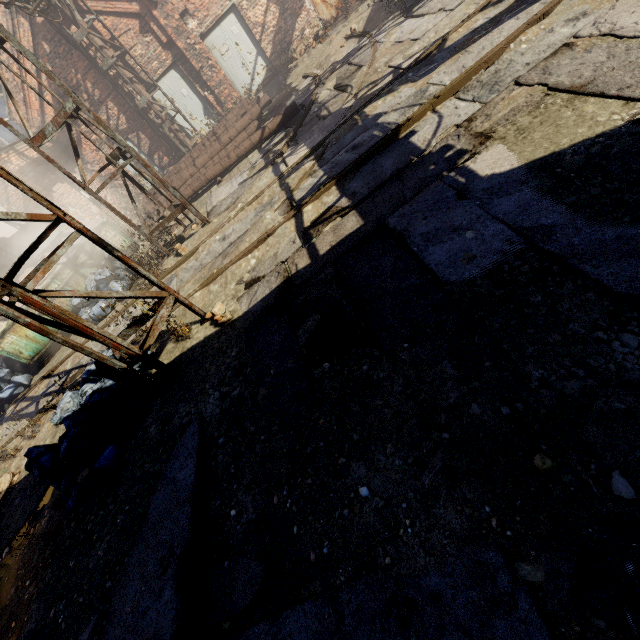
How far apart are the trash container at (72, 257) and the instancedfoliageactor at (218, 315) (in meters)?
6.41

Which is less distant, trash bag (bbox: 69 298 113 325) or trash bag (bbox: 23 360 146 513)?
trash bag (bbox: 23 360 146 513)

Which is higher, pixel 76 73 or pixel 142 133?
pixel 76 73

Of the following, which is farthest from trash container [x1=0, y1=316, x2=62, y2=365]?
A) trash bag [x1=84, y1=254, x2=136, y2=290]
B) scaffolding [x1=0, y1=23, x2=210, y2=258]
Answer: scaffolding [x1=0, y1=23, x2=210, y2=258]

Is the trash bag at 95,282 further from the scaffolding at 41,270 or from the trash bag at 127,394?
the trash bag at 127,394

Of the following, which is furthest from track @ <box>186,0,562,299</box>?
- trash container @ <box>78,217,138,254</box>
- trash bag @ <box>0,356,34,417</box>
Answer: trash container @ <box>78,217,138,254</box>

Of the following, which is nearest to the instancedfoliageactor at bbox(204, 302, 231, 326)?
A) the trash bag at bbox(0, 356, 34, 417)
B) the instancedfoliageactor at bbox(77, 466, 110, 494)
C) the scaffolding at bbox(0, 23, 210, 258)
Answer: the scaffolding at bbox(0, 23, 210, 258)

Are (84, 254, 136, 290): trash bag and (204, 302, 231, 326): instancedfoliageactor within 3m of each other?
no
